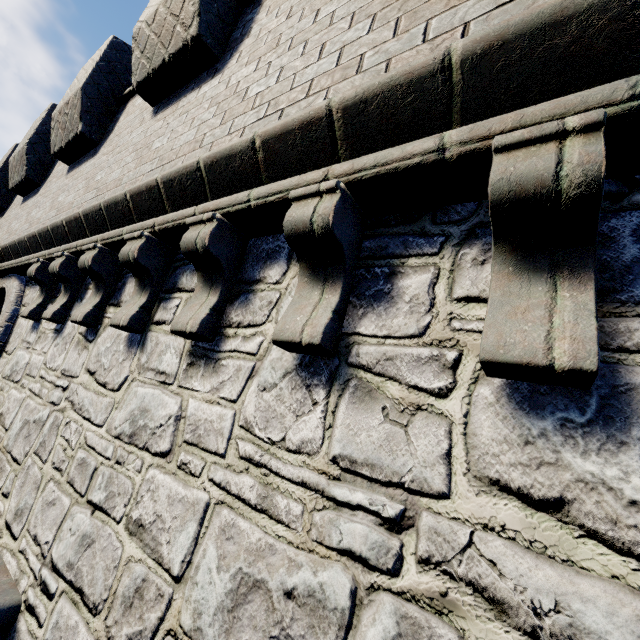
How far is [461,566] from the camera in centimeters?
106cm
